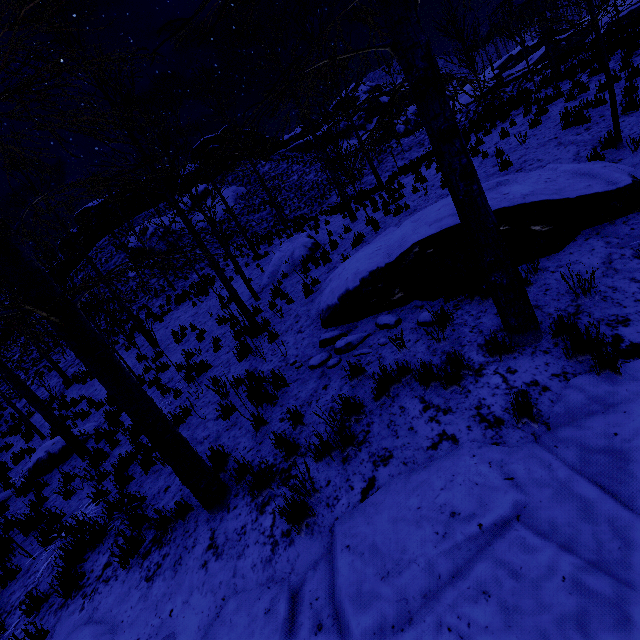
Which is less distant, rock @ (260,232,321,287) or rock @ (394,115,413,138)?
rock @ (260,232,321,287)

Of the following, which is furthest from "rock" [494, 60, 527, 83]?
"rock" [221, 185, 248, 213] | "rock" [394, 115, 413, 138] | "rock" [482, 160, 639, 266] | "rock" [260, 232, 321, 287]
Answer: "rock" [482, 160, 639, 266]

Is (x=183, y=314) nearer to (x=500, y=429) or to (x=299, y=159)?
(x=500, y=429)

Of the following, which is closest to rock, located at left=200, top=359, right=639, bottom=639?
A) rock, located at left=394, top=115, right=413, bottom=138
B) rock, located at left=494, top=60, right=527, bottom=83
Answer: rock, located at left=394, top=115, right=413, bottom=138

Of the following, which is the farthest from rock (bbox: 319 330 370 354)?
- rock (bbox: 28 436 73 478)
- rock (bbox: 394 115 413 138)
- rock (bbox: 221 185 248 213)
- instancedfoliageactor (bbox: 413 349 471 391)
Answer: rock (bbox: 394 115 413 138)

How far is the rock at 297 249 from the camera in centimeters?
1231cm

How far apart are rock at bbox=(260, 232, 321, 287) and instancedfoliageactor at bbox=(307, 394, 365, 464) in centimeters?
884cm

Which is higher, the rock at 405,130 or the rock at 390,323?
the rock at 405,130
